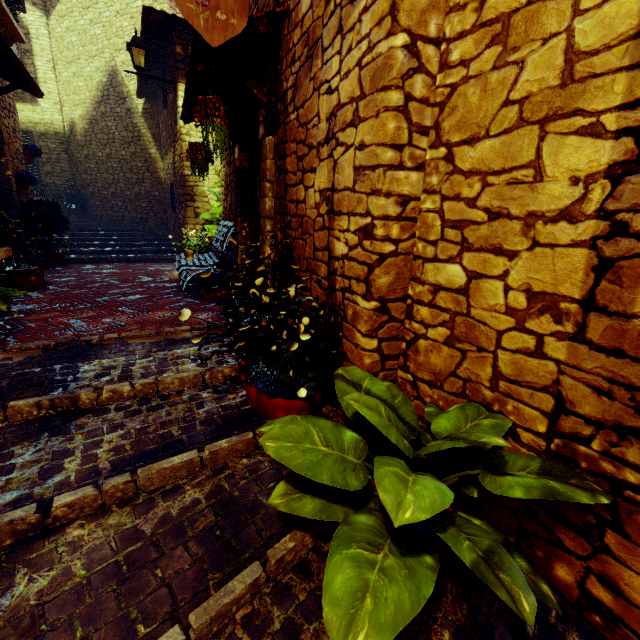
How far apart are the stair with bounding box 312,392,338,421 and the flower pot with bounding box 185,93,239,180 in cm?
172

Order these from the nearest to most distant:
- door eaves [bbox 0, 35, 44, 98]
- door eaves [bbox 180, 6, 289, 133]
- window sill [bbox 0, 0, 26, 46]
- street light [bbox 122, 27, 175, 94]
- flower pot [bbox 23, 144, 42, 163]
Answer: door eaves [bbox 180, 6, 289, 133], door eaves [bbox 0, 35, 44, 98], window sill [bbox 0, 0, 26, 46], street light [bbox 122, 27, 175, 94], flower pot [bbox 23, 144, 42, 163]

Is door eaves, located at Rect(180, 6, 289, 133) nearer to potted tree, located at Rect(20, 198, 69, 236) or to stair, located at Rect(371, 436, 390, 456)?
stair, located at Rect(371, 436, 390, 456)

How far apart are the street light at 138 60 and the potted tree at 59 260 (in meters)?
2.85

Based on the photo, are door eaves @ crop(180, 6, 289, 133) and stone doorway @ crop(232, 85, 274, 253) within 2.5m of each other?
yes

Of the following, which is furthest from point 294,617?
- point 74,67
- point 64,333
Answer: point 74,67

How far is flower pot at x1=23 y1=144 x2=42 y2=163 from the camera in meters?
7.2 m

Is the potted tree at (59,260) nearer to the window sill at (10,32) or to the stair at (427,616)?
the window sill at (10,32)
